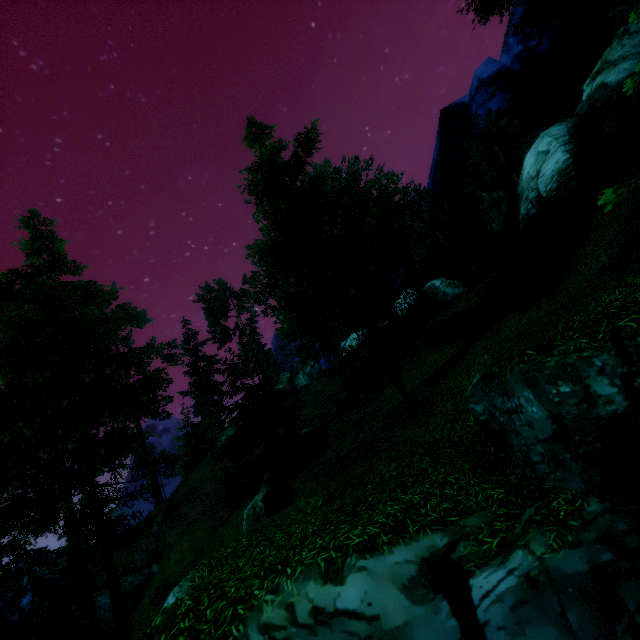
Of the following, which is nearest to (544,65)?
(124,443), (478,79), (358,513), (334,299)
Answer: (478,79)

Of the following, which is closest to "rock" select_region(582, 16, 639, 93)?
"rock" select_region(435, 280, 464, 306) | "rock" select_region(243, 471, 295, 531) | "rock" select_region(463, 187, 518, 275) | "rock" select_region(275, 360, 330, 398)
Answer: "rock" select_region(463, 187, 518, 275)

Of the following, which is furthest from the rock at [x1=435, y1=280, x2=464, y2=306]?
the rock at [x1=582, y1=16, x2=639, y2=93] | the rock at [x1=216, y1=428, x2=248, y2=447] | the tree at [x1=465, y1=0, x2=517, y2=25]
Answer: the rock at [x1=216, y1=428, x2=248, y2=447]

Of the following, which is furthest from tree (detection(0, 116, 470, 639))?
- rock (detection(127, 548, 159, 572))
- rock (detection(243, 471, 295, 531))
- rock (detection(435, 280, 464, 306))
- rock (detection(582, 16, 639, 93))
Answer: rock (detection(127, 548, 159, 572))

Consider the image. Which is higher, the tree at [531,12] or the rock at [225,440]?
the tree at [531,12]

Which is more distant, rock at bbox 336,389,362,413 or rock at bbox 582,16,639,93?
rock at bbox 336,389,362,413

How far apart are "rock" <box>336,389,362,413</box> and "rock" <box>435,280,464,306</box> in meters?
14.9 m

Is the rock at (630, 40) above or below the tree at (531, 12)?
below
